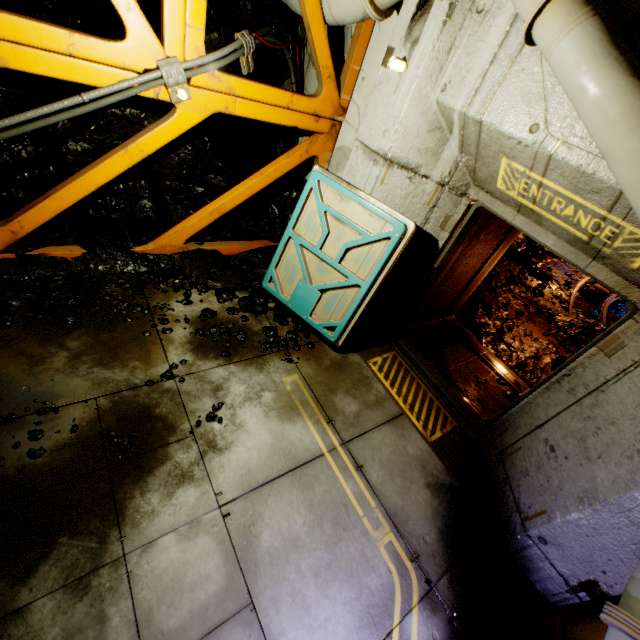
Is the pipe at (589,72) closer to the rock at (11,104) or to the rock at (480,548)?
the rock at (11,104)

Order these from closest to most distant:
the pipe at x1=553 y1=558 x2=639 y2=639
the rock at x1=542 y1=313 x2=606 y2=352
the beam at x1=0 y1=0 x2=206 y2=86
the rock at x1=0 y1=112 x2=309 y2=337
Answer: the pipe at x1=553 y1=558 x2=639 y2=639, the beam at x1=0 y1=0 x2=206 y2=86, the rock at x1=0 y1=112 x2=309 y2=337, the rock at x1=542 y1=313 x2=606 y2=352

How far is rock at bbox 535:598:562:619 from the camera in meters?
3.1 m

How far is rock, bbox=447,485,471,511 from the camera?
3.6 meters

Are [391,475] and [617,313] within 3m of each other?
no

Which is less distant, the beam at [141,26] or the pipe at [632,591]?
the pipe at [632,591]

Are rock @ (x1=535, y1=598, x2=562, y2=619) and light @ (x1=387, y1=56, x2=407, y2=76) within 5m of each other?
no

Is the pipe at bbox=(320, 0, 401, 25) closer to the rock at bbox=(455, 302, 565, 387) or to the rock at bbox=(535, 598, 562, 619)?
the rock at bbox=(535, 598, 562, 619)
